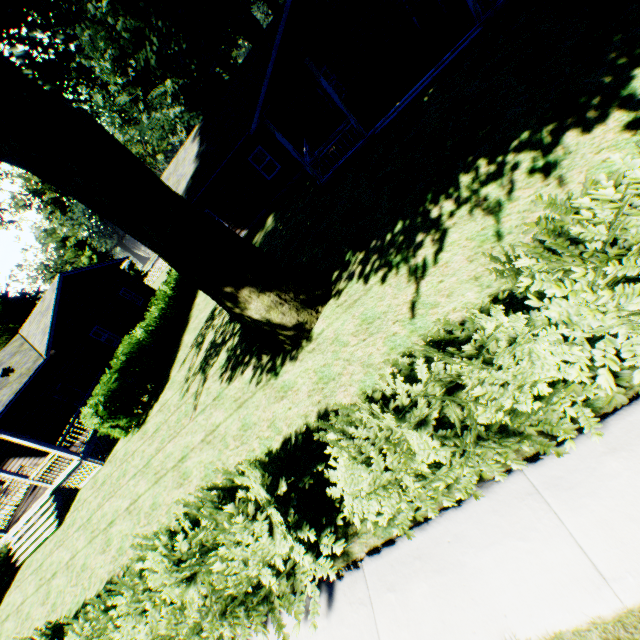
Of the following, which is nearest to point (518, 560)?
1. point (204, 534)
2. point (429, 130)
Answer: point (204, 534)

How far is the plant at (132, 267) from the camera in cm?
5644

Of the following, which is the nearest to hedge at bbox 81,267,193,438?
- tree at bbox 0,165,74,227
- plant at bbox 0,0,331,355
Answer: plant at bbox 0,0,331,355

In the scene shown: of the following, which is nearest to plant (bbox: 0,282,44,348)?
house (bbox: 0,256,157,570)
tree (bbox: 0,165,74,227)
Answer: house (bbox: 0,256,157,570)

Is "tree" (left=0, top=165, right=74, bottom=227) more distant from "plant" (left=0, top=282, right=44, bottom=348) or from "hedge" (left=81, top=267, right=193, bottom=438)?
"hedge" (left=81, top=267, right=193, bottom=438)

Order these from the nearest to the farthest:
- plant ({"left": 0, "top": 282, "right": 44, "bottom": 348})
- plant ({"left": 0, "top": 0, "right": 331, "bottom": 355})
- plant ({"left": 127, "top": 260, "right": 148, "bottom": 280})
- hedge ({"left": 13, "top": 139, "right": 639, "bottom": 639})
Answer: hedge ({"left": 13, "top": 139, "right": 639, "bottom": 639}) → plant ({"left": 0, "top": 0, "right": 331, "bottom": 355}) → plant ({"left": 0, "top": 282, "right": 44, "bottom": 348}) → plant ({"left": 127, "top": 260, "right": 148, "bottom": 280})

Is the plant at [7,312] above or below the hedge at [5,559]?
above

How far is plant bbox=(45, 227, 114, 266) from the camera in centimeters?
5125cm
